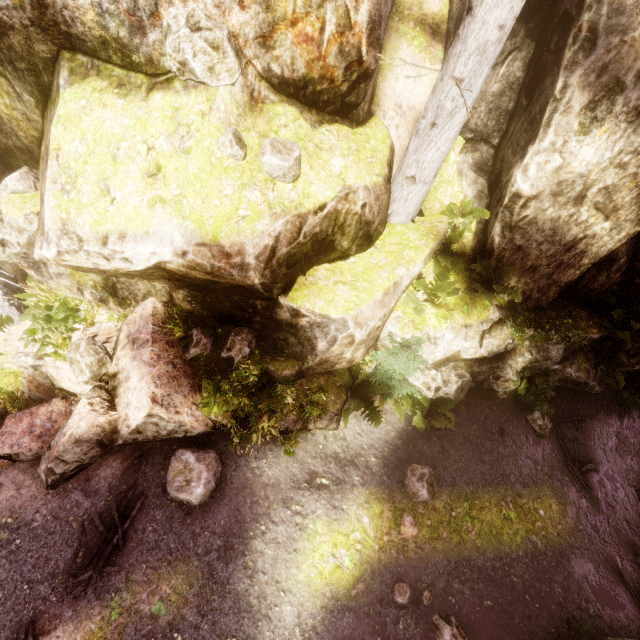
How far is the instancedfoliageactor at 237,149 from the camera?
4.6m

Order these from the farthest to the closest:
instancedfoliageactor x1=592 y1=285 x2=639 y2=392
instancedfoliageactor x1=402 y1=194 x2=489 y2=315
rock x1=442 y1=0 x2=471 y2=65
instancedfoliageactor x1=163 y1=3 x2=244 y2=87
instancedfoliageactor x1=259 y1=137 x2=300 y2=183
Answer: instancedfoliageactor x1=592 y1=285 x2=639 y2=392 < instancedfoliageactor x1=402 y1=194 x2=489 y2=315 < rock x1=442 y1=0 x2=471 y2=65 < instancedfoliageactor x1=259 y1=137 x2=300 y2=183 < instancedfoliageactor x1=163 y1=3 x2=244 y2=87

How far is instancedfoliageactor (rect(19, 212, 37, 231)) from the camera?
5.78m

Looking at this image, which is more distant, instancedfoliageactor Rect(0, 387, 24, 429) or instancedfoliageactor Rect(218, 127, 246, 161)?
instancedfoliageactor Rect(0, 387, 24, 429)

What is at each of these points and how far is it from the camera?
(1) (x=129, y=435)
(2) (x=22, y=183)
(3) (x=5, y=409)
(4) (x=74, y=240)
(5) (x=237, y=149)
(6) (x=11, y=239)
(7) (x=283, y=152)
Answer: (1) rock, 5.9 meters
(2) instancedfoliageactor, 6.1 meters
(3) instancedfoliageactor, 6.1 meters
(4) instancedfoliageactor, 4.5 meters
(5) instancedfoliageactor, 4.6 meters
(6) instancedfoliageactor, 6.1 meters
(7) instancedfoliageactor, 4.9 meters
